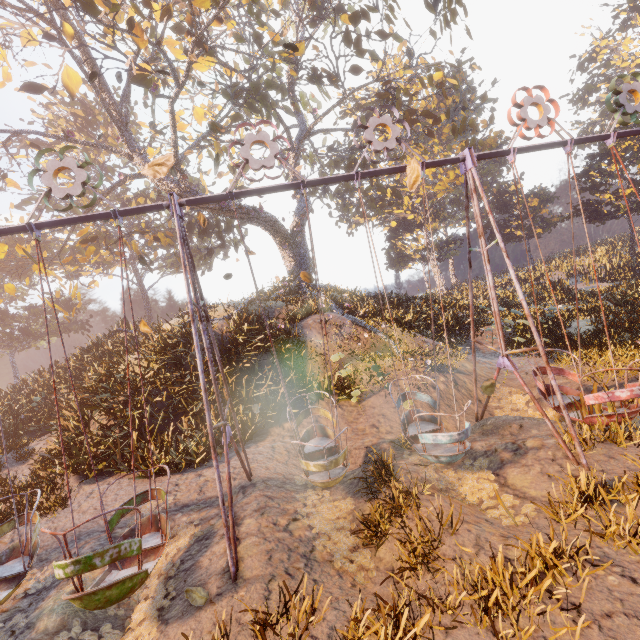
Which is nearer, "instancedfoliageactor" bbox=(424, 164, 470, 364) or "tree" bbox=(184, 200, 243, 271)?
"tree" bbox=(184, 200, 243, 271)

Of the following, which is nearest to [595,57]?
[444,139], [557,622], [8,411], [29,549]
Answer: [444,139]

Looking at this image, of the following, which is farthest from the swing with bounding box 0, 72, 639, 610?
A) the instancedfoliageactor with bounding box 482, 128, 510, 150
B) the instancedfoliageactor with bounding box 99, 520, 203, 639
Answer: the instancedfoliageactor with bounding box 482, 128, 510, 150

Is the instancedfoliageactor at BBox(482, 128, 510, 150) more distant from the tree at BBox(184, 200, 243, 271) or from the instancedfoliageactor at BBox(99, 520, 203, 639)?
the instancedfoliageactor at BBox(99, 520, 203, 639)

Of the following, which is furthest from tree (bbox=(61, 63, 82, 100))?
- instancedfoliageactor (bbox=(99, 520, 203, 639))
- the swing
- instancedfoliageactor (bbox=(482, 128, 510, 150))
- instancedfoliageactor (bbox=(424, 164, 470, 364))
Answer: instancedfoliageactor (bbox=(482, 128, 510, 150))

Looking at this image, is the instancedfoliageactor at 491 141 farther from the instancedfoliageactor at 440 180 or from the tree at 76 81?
the tree at 76 81

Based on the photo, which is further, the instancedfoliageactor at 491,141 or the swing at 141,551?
the instancedfoliageactor at 491,141
